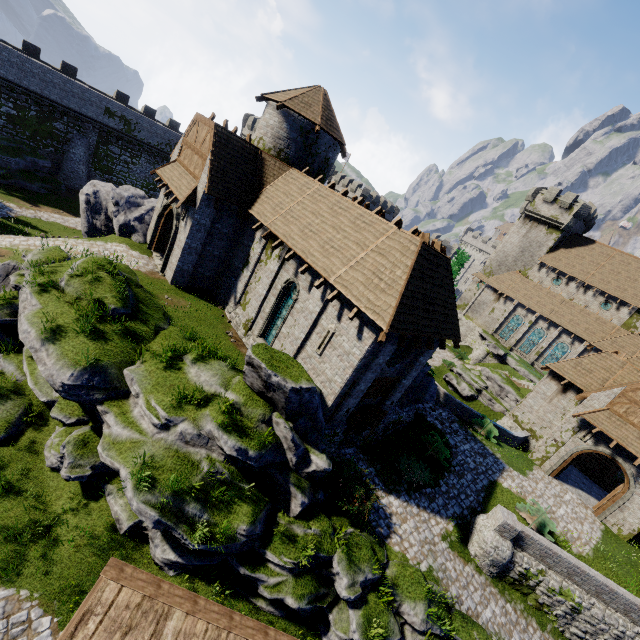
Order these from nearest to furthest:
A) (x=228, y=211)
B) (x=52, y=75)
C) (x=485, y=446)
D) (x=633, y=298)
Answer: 1. (x=228, y=211)
2. (x=485, y=446)
3. (x=52, y=75)
4. (x=633, y=298)

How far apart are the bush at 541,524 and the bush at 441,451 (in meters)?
4.08

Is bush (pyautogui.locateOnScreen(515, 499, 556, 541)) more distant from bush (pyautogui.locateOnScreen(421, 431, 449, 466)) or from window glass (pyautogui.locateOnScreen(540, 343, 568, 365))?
window glass (pyautogui.locateOnScreen(540, 343, 568, 365))

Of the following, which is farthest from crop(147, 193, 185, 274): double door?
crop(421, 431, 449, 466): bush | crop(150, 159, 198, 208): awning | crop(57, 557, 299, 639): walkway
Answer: crop(421, 431, 449, 466): bush

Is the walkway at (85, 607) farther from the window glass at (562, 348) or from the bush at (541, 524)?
the window glass at (562, 348)

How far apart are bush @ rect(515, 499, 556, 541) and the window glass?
28.39m

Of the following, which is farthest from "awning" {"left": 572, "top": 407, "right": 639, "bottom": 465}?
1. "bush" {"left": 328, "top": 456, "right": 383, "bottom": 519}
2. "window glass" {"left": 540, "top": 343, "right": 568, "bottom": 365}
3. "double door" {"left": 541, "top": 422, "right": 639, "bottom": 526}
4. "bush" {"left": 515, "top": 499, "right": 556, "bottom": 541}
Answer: "window glass" {"left": 540, "top": 343, "right": 568, "bottom": 365}

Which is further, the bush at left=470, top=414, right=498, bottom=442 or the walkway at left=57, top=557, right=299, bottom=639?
the bush at left=470, top=414, right=498, bottom=442
